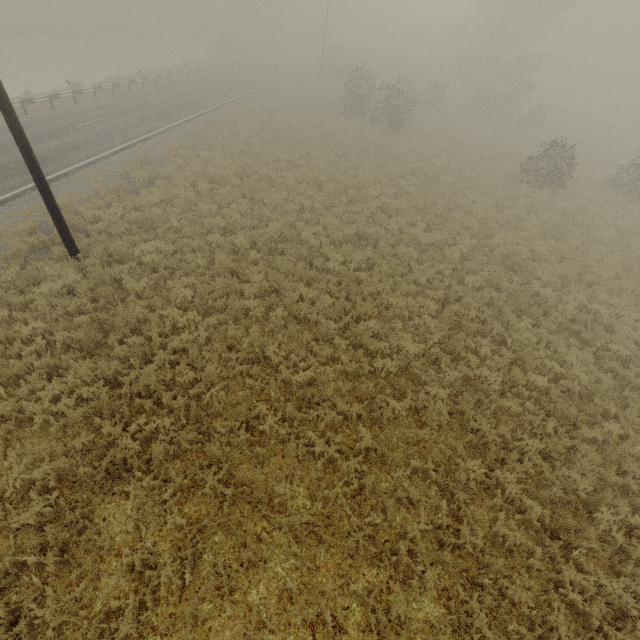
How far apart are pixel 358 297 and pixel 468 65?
39.44m
